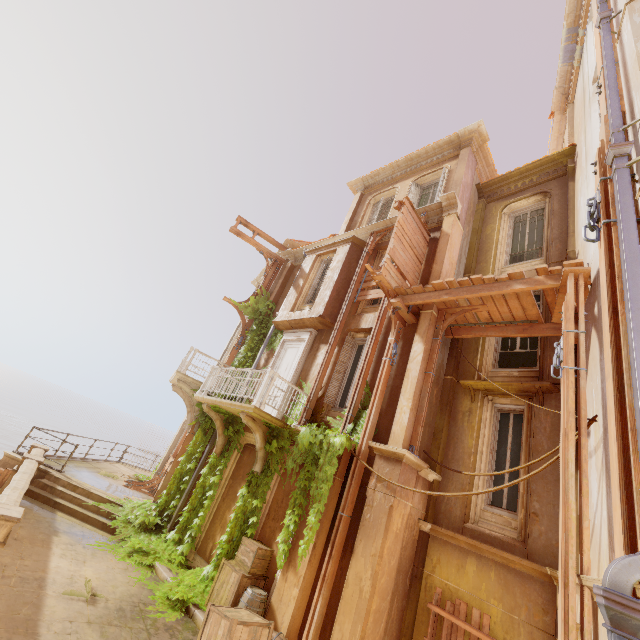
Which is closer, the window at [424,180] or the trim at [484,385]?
the trim at [484,385]

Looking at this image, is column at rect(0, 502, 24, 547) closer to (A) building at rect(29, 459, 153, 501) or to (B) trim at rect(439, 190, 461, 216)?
(A) building at rect(29, 459, 153, 501)

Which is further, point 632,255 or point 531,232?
point 531,232

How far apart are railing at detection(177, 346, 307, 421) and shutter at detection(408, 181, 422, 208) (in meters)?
7.44

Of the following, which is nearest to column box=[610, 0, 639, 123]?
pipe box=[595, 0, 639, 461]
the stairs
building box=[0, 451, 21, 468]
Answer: pipe box=[595, 0, 639, 461]

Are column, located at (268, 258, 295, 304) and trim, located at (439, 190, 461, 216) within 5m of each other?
no

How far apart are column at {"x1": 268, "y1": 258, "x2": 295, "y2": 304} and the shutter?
5.8 meters

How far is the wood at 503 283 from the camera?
7.2m
